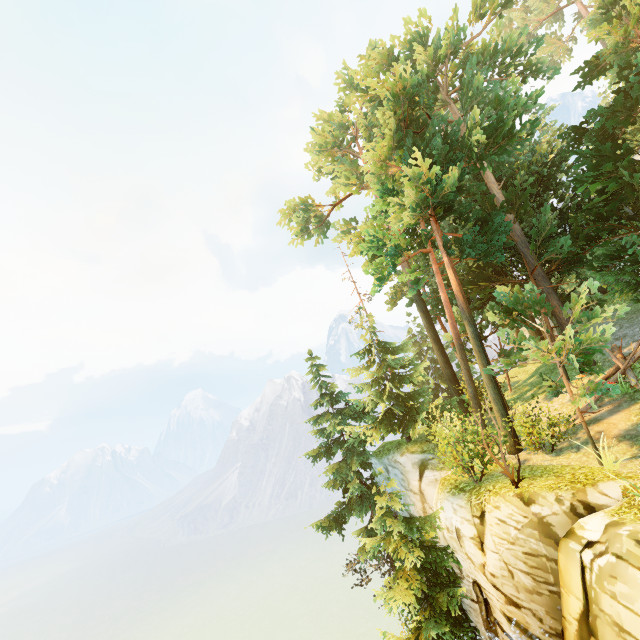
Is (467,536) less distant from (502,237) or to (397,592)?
(397,592)

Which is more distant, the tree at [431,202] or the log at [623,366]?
the log at [623,366]

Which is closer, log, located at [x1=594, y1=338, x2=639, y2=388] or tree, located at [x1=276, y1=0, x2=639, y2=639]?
tree, located at [x1=276, y1=0, x2=639, y2=639]
